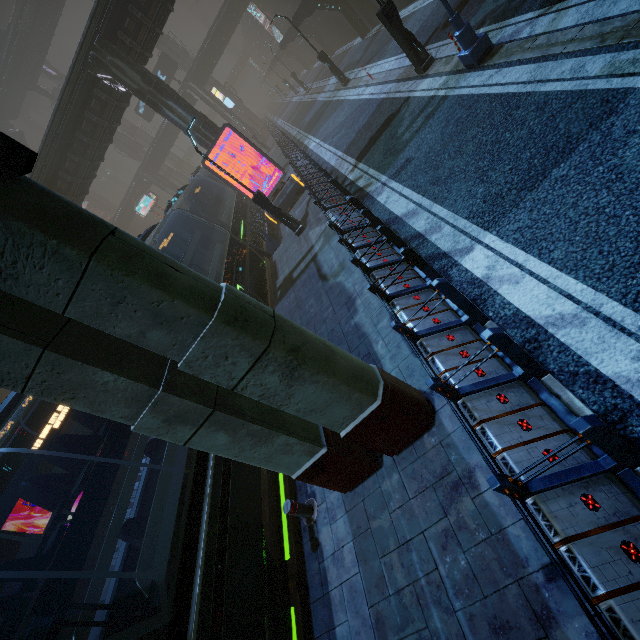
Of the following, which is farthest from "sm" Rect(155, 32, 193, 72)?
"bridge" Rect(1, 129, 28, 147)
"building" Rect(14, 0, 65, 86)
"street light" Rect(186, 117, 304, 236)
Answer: "street light" Rect(186, 117, 304, 236)

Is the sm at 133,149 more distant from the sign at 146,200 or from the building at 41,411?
the sign at 146,200

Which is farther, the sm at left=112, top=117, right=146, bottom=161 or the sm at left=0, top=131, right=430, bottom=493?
the sm at left=112, top=117, right=146, bottom=161

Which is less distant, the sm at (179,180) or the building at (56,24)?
the building at (56,24)

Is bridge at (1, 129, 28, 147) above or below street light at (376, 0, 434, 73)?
above

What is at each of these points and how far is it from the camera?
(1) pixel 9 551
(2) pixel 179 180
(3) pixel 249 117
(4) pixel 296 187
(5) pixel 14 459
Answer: (1) building, 20.34m
(2) sm, 56.16m
(3) sm, 53.16m
(4) sign, 17.02m
(5) building, 23.78m

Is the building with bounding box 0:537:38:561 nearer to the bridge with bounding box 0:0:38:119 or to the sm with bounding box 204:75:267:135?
the sm with bounding box 204:75:267:135

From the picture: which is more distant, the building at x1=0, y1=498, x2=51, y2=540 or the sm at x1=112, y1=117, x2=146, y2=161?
the sm at x1=112, y1=117, x2=146, y2=161
